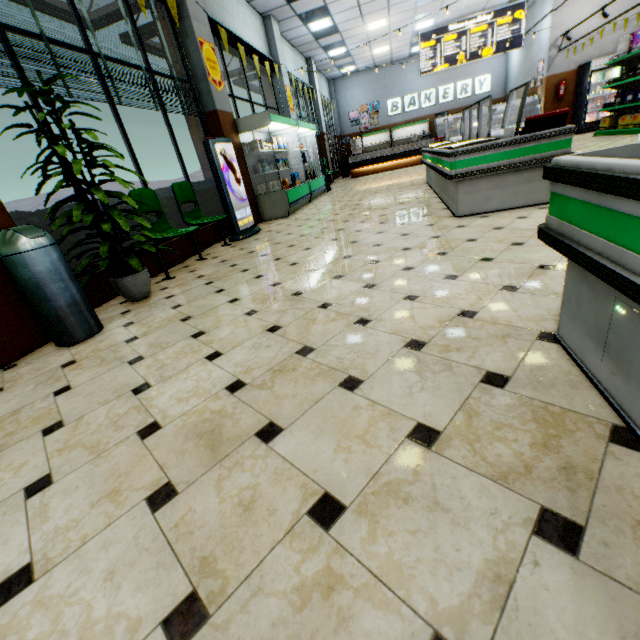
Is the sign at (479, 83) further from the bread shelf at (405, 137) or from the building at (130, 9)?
the bread shelf at (405, 137)

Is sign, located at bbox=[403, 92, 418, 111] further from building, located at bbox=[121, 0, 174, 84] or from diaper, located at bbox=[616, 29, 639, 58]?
diaper, located at bbox=[616, 29, 639, 58]

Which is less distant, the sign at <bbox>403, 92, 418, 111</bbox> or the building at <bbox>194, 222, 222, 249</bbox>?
the building at <bbox>194, 222, 222, 249</bbox>

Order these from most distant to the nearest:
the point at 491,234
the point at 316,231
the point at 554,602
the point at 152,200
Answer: the point at 316,231
the point at 152,200
the point at 491,234
the point at 554,602

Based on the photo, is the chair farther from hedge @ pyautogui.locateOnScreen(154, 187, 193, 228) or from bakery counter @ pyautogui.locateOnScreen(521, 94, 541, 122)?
bakery counter @ pyautogui.locateOnScreen(521, 94, 541, 122)

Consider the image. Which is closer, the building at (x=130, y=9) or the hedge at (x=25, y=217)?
the hedge at (x=25, y=217)

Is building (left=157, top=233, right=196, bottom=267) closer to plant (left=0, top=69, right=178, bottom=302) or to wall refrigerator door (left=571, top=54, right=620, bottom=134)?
wall refrigerator door (left=571, top=54, right=620, bottom=134)

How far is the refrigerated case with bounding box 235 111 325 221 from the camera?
6.7 meters
